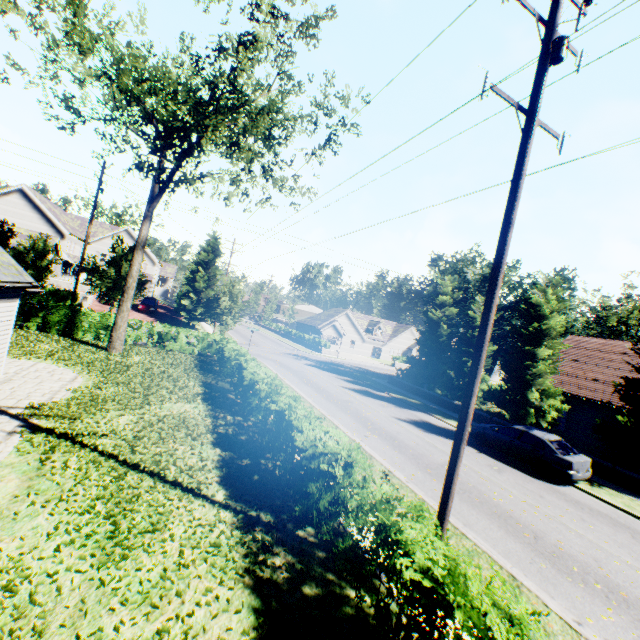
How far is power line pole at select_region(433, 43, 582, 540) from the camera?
5.7 meters

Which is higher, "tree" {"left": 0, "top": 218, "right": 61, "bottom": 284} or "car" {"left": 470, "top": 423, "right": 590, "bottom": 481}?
"tree" {"left": 0, "top": 218, "right": 61, "bottom": 284}

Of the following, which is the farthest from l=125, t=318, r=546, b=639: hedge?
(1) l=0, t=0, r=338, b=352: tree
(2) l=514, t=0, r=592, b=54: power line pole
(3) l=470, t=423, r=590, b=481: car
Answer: (1) l=0, t=0, r=338, b=352: tree

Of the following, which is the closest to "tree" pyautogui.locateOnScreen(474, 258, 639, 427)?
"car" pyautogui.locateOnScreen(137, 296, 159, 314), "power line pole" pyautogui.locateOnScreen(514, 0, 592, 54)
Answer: "car" pyautogui.locateOnScreen(137, 296, 159, 314)

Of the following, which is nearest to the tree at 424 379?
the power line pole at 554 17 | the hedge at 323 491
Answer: the power line pole at 554 17

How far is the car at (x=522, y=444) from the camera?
Result: 13.1m

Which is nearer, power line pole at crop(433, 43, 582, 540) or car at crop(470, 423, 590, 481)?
power line pole at crop(433, 43, 582, 540)

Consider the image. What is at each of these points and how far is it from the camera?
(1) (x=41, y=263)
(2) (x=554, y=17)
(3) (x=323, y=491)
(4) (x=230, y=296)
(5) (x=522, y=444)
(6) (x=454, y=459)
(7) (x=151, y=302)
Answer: (1) tree, 29.39m
(2) power line pole, 5.79m
(3) hedge, 6.19m
(4) tree, 26.47m
(5) car, 14.55m
(6) power line pole, 5.74m
(7) car, 40.53m
